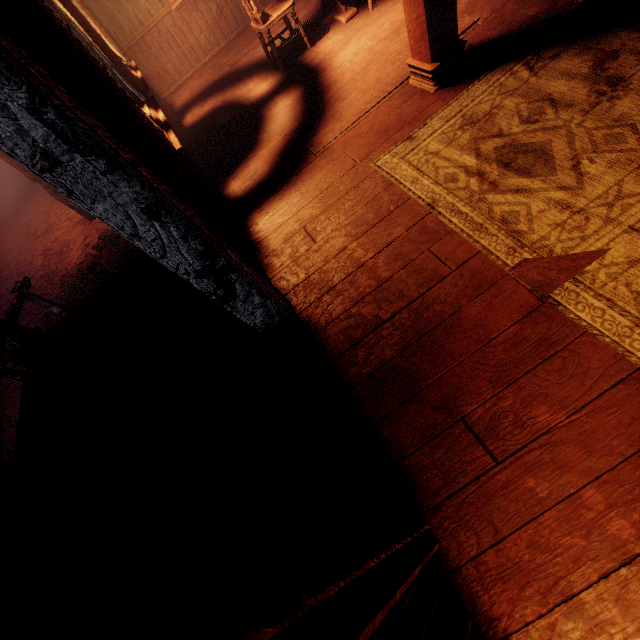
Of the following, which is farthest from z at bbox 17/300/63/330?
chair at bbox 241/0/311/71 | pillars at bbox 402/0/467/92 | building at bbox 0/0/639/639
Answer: pillars at bbox 402/0/467/92

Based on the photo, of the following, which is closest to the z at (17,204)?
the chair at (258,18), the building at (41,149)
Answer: the building at (41,149)

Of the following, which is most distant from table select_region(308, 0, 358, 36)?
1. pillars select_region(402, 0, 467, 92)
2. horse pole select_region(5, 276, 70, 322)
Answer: horse pole select_region(5, 276, 70, 322)

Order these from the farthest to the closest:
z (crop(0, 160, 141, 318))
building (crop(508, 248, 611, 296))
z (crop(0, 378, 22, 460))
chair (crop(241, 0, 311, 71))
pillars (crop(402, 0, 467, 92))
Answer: z (crop(0, 160, 141, 318)), z (crop(0, 378, 22, 460)), chair (crop(241, 0, 311, 71)), pillars (crop(402, 0, 467, 92)), building (crop(508, 248, 611, 296))

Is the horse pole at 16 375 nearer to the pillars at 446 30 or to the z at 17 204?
the z at 17 204

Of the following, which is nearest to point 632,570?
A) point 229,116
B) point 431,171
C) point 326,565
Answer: point 326,565

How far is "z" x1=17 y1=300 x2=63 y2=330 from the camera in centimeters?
616cm

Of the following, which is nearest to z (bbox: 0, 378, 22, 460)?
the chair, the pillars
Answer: the chair
